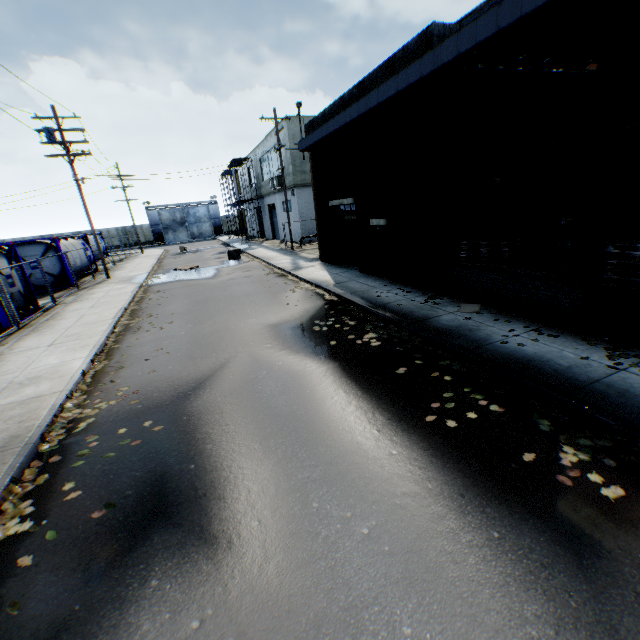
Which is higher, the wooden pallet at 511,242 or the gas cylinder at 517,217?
the gas cylinder at 517,217

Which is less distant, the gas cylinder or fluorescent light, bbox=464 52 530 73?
fluorescent light, bbox=464 52 530 73

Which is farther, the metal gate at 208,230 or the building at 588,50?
the metal gate at 208,230

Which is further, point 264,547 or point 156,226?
point 156,226

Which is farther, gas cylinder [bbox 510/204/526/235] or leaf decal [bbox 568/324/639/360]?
gas cylinder [bbox 510/204/526/235]

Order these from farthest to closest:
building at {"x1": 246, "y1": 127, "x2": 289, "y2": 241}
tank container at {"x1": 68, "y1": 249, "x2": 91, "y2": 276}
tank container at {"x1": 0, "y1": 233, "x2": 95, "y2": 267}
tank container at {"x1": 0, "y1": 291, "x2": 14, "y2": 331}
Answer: building at {"x1": 246, "y1": 127, "x2": 289, "y2": 241}
tank container at {"x1": 68, "y1": 249, "x2": 91, "y2": 276}
tank container at {"x1": 0, "y1": 233, "x2": 95, "y2": 267}
tank container at {"x1": 0, "y1": 291, "x2": 14, "y2": 331}

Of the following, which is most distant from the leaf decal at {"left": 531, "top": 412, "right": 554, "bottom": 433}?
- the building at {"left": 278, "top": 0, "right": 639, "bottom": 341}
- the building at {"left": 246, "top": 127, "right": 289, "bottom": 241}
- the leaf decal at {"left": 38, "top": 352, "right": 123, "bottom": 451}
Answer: the building at {"left": 246, "top": 127, "right": 289, "bottom": 241}

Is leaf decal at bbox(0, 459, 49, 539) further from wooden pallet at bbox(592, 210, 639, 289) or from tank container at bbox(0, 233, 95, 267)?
tank container at bbox(0, 233, 95, 267)
